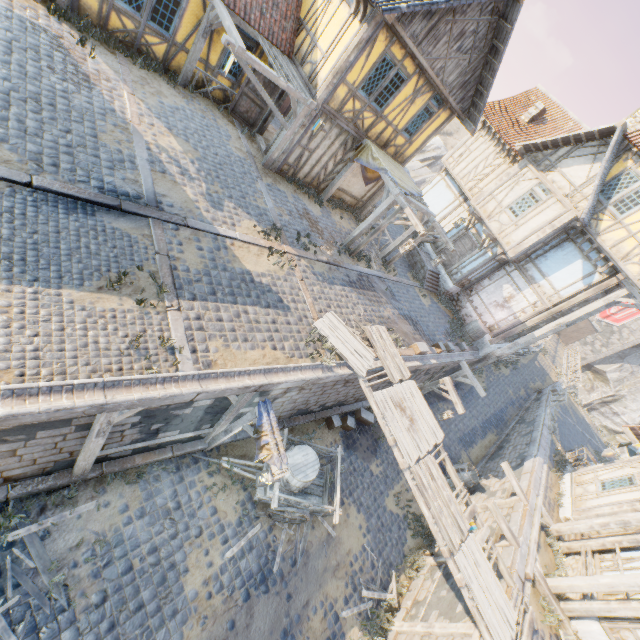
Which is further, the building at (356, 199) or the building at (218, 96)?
the building at (356, 199)

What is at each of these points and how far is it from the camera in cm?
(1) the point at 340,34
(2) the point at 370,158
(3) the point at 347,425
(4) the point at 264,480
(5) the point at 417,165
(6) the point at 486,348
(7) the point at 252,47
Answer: (1) building, 1027
(2) fabric, 1250
(3) stone blocks, 1221
(4) street light, 699
(5) rock, 5181
(6) stone foundation, 1730
(7) building, 1151

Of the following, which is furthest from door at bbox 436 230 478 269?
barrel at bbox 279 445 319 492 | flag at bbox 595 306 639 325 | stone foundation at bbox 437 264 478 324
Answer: barrel at bbox 279 445 319 492

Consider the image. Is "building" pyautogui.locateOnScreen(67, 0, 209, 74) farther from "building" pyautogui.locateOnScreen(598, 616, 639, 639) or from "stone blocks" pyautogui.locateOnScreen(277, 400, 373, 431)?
"building" pyautogui.locateOnScreen(598, 616, 639, 639)

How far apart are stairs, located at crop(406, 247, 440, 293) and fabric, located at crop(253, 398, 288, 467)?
12.62m

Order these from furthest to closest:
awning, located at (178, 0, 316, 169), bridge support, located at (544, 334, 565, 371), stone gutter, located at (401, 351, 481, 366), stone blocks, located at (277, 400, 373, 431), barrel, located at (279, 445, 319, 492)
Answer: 1. bridge support, located at (544, 334, 565, 371)
2. stone gutter, located at (401, 351, 481, 366)
3. stone blocks, located at (277, 400, 373, 431)
4. awning, located at (178, 0, 316, 169)
5. barrel, located at (279, 445, 319, 492)

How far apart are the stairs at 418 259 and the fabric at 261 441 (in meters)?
12.62

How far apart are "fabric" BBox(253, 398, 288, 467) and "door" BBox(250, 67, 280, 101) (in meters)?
11.54
